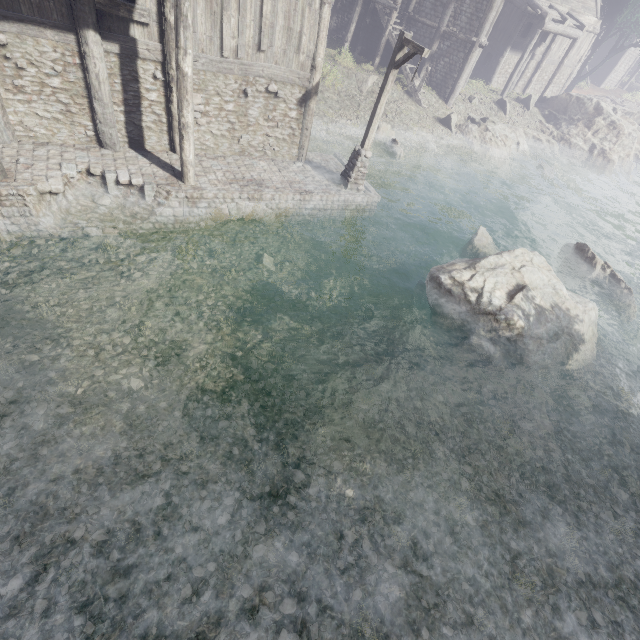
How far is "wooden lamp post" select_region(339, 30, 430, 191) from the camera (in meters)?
9.94

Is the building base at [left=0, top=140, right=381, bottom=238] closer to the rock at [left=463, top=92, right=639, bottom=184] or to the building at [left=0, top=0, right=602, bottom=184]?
the building at [left=0, top=0, right=602, bottom=184]

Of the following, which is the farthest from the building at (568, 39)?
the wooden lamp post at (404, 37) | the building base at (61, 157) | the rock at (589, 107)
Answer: the wooden lamp post at (404, 37)

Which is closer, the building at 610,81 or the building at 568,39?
the building at 568,39

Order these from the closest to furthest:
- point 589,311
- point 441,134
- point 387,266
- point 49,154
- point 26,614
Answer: point 26,614
point 49,154
point 589,311
point 387,266
point 441,134
